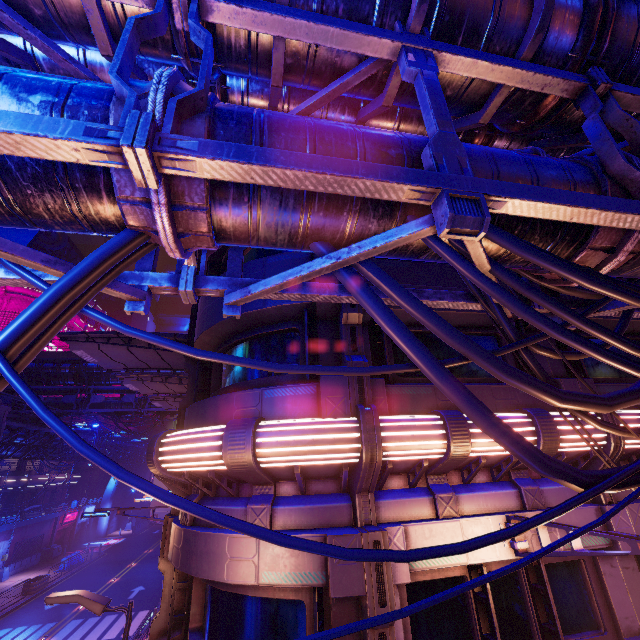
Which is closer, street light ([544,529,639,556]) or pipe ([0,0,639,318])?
pipe ([0,0,639,318])

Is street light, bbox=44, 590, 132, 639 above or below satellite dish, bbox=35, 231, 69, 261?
below

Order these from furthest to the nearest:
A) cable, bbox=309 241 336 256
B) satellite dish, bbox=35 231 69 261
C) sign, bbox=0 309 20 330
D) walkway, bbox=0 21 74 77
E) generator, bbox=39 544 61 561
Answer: satellite dish, bbox=35 231 69 261 → sign, bbox=0 309 20 330 → generator, bbox=39 544 61 561 → walkway, bbox=0 21 74 77 → cable, bbox=309 241 336 256

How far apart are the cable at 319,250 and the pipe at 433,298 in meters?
0.0

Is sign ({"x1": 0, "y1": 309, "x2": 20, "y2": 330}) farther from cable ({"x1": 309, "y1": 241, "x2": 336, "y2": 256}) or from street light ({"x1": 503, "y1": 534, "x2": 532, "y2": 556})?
street light ({"x1": 503, "y1": 534, "x2": 532, "y2": 556})

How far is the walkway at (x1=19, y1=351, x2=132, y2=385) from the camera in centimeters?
2909cm

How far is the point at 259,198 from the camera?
2.97m

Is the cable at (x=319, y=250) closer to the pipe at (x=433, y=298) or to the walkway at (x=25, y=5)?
the pipe at (x=433, y=298)
